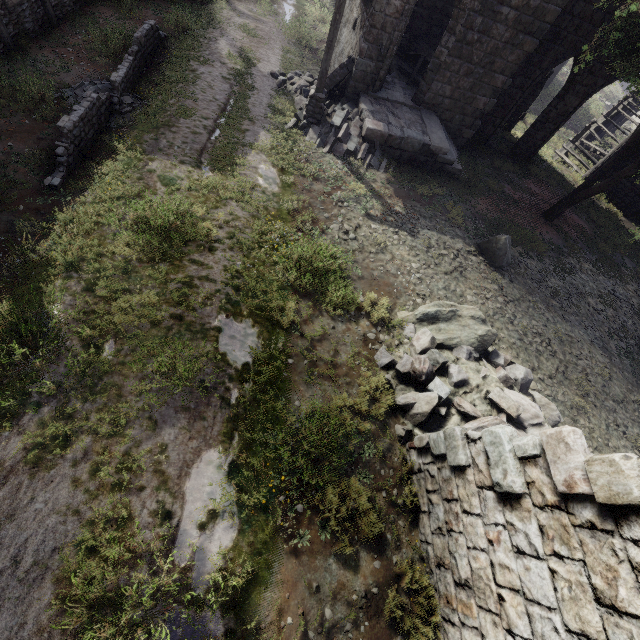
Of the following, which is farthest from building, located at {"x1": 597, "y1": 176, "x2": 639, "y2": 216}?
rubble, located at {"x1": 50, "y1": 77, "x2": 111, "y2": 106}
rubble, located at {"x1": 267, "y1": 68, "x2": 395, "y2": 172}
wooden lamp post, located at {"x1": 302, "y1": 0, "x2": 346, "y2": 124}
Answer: rubble, located at {"x1": 50, "y1": 77, "x2": 111, "y2": 106}

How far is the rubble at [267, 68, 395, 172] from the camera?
11.5m

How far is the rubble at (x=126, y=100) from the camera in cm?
905

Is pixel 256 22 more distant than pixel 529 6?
Yes

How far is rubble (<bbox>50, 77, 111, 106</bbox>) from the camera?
8.9 meters

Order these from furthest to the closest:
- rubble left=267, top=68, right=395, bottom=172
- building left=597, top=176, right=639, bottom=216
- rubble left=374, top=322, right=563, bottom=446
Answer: building left=597, top=176, right=639, bottom=216, rubble left=267, top=68, right=395, bottom=172, rubble left=374, top=322, right=563, bottom=446

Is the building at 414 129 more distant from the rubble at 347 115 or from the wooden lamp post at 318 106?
the wooden lamp post at 318 106

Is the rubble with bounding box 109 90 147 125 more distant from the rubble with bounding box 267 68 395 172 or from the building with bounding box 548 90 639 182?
the rubble with bounding box 267 68 395 172
